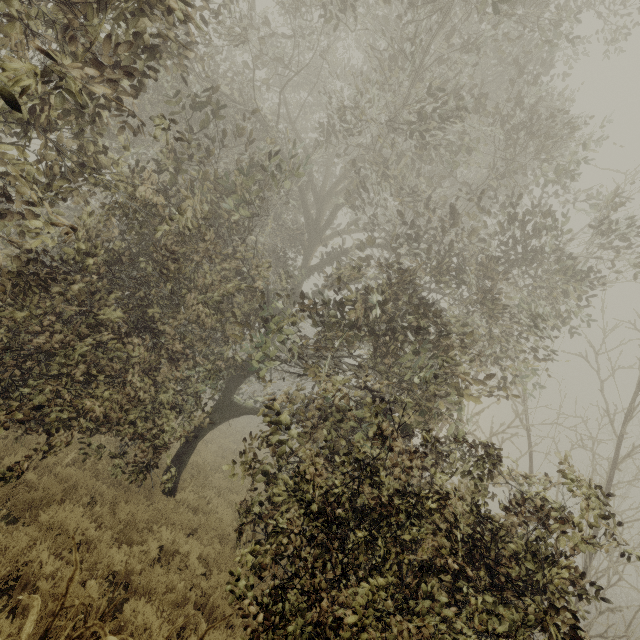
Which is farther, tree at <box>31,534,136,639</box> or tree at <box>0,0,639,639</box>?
tree at <box>0,0,639,639</box>

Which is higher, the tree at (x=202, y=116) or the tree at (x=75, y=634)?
the tree at (x=202, y=116)

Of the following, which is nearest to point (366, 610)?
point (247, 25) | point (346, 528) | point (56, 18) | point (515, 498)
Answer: point (346, 528)

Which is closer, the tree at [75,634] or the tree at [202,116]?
the tree at [75,634]

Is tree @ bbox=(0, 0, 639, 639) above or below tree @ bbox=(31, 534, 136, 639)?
above
